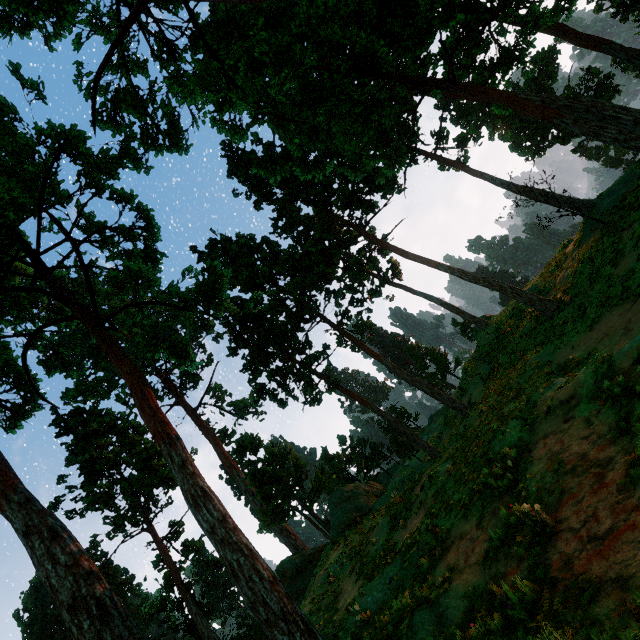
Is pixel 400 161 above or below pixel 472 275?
above

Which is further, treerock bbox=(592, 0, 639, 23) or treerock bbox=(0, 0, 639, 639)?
treerock bbox=(592, 0, 639, 23)

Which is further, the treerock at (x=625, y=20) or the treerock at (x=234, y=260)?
the treerock at (x=625, y=20)
